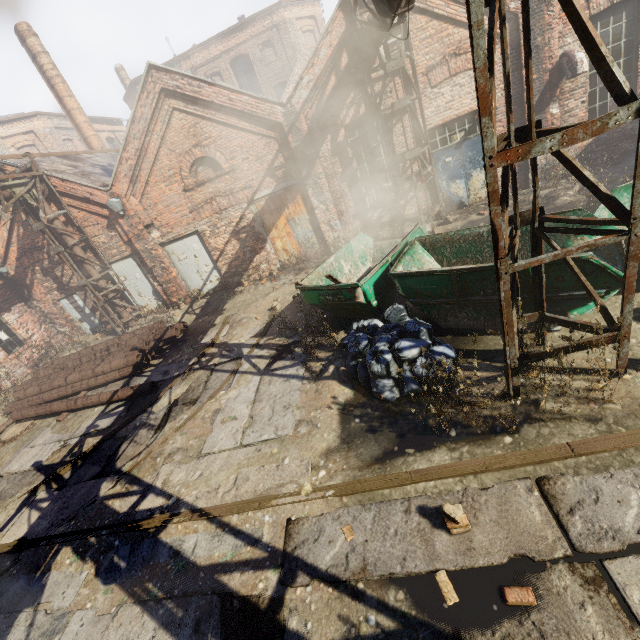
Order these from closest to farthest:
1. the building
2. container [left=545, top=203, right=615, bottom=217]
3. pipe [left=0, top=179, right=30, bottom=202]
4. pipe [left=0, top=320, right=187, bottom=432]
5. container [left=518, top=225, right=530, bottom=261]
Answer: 1. container [left=545, top=203, right=615, bottom=217]
2. container [left=518, top=225, right=530, bottom=261]
3. pipe [left=0, top=320, right=187, bottom=432]
4. pipe [left=0, top=179, right=30, bottom=202]
5. the building

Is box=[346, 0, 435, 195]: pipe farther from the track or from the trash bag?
the trash bag

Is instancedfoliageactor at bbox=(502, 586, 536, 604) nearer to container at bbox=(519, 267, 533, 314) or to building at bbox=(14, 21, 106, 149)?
container at bbox=(519, 267, 533, 314)

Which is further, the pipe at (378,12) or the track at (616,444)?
the pipe at (378,12)

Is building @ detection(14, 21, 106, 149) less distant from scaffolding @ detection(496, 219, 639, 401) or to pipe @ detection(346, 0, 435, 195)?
pipe @ detection(346, 0, 435, 195)

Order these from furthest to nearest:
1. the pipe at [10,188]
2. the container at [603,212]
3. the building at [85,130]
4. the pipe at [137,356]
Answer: the building at [85,130]
the pipe at [10,188]
the pipe at [137,356]
the container at [603,212]

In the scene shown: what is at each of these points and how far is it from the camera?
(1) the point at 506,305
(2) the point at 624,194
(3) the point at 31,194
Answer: (1) scaffolding, 3.7m
(2) container, 5.9m
(3) pipe, 10.8m

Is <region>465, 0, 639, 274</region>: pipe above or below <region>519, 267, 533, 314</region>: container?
above
